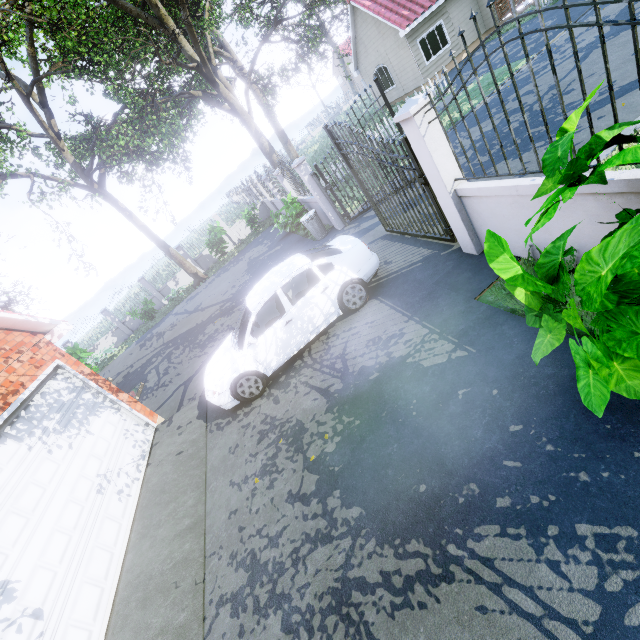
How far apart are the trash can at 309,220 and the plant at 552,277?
8.7 meters

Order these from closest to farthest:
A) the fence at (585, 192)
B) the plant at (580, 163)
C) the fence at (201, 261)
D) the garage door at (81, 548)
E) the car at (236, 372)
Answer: the plant at (580, 163), the fence at (585, 192), the garage door at (81, 548), the car at (236, 372), the fence at (201, 261)

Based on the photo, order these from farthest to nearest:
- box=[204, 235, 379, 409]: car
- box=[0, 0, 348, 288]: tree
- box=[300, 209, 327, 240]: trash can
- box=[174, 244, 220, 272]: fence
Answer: box=[174, 244, 220, 272]: fence → box=[0, 0, 348, 288]: tree → box=[300, 209, 327, 240]: trash can → box=[204, 235, 379, 409]: car

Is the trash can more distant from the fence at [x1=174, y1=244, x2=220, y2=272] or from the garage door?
the garage door

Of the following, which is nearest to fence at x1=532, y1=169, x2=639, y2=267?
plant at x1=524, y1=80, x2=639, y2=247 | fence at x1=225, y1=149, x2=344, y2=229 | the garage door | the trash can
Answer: plant at x1=524, y1=80, x2=639, y2=247

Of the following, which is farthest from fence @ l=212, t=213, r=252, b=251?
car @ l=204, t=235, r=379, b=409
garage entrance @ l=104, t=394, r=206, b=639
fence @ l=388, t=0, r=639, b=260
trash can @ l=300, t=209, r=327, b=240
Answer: garage entrance @ l=104, t=394, r=206, b=639

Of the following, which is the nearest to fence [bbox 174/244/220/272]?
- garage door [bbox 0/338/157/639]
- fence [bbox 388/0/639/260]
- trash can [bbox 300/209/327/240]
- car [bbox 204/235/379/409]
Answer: trash can [bbox 300/209/327/240]

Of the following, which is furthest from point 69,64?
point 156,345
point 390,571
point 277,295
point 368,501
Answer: point 390,571
